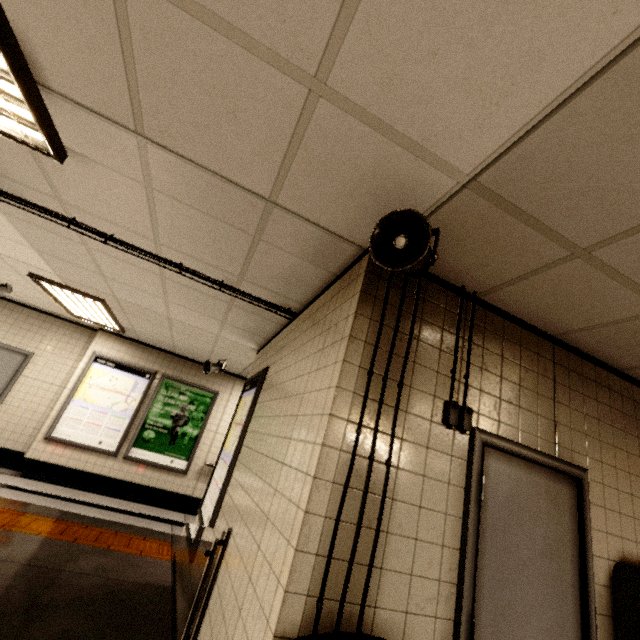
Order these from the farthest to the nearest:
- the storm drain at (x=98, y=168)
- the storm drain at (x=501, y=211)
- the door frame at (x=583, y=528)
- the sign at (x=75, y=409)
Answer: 1. the sign at (x=75, y=409)
2. the storm drain at (x=98, y=168)
3. the door frame at (x=583, y=528)
4. the storm drain at (x=501, y=211)

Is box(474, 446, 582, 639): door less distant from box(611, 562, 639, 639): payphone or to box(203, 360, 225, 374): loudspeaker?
box(611, 562, 639, 639): payphone

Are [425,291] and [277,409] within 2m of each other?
yes

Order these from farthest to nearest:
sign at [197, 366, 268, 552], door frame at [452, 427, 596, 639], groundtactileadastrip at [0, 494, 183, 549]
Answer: groundtactileadastrip at [0, 494, 183, 549] < sign at [197, 366, 268, 552] < door frame at [452, 427, 596, 639]

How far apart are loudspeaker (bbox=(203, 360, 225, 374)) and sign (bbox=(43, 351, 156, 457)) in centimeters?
146cm

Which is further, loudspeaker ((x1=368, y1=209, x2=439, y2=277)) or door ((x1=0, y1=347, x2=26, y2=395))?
door ((x1=0, y1=347, x2=26, y2=395))

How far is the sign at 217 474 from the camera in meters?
3.1
